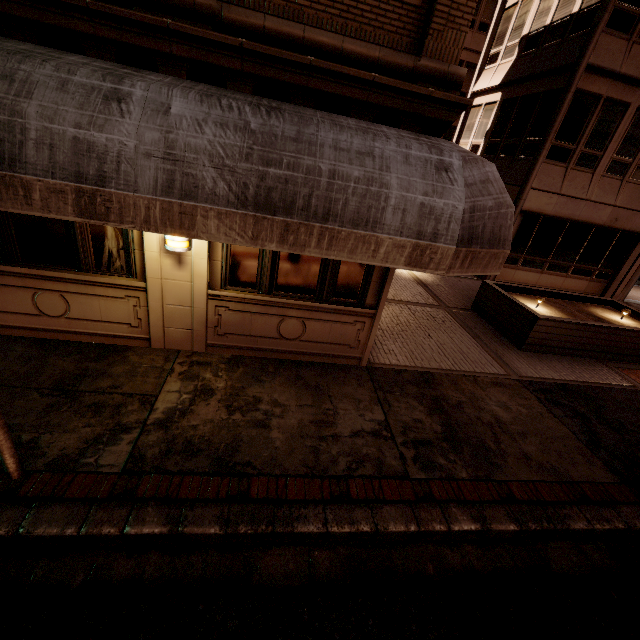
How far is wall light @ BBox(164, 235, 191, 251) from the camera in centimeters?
467cm

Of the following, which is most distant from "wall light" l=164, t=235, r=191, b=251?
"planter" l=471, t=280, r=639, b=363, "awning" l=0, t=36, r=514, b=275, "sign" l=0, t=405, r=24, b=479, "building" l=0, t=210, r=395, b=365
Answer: "planter" l=471, t=280, r=639, b=363

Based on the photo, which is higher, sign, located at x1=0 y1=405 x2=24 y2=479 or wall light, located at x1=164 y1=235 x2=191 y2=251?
wall light, located at x1=164 y1=235 x2=191 y2=251

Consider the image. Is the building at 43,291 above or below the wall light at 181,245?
below

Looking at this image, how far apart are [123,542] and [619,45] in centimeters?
1755cm

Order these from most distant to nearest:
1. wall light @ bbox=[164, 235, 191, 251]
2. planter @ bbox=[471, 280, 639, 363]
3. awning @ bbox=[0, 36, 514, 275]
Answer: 1. planter @ bbox=[471, 280, 639, 363]
2. wall light @ bbox=[164, 235, 191, 251]
3. awning @ bbox=[0, 36, 514, 275]

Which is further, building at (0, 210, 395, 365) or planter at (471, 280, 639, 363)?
planter at (471, 280, 639, 363)

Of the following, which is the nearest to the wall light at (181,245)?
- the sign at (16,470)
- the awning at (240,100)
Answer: the awning at (240,100)
